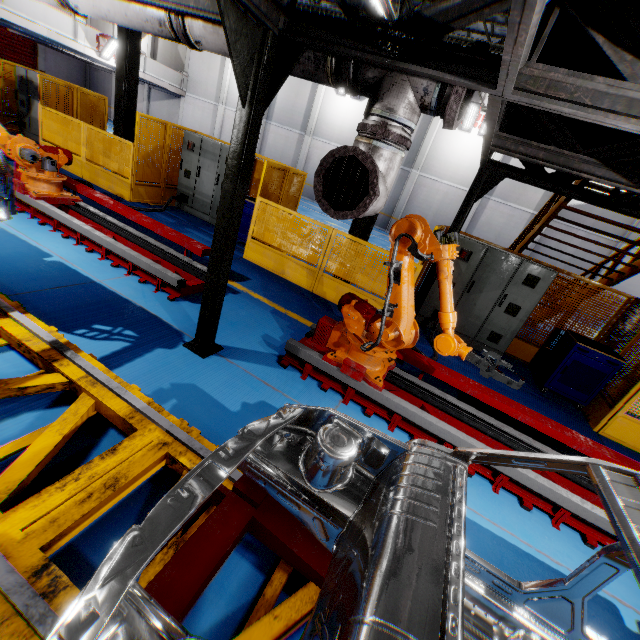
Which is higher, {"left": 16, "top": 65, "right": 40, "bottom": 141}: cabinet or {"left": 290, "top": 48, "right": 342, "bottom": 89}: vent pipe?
{"left": 290, "top": 48, "right": 342, "bottom": 89}: vent pipe

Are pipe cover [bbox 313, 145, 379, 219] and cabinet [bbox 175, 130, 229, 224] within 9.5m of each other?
yes

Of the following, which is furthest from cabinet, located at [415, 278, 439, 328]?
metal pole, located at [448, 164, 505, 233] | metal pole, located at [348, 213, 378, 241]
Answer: metal pole, located at [348, 213, 378, 241]

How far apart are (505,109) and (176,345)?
5.0m

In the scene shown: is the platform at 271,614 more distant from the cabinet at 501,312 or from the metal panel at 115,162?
the cabinet at 501,312

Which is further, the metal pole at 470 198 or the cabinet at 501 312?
the cabinet at 501 312

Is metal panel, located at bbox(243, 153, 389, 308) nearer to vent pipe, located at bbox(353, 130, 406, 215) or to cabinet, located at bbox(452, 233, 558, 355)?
cabinet, located at bbox(452, 233, 558, 355)

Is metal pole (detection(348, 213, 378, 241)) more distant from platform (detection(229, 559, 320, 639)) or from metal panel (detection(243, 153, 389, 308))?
platform (detection(229, 559, 320, 639))
